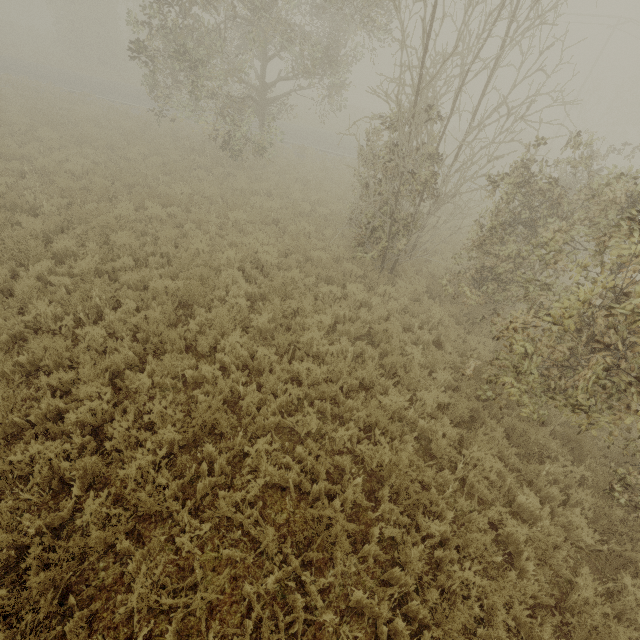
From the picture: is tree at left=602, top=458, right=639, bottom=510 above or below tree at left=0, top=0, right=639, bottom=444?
below

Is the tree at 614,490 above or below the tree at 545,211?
below

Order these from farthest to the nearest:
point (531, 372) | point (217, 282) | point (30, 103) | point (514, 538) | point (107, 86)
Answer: point (107, 86) < point (30, 103) < point (217, 282) < point (531, 372) < point (514, 538)
